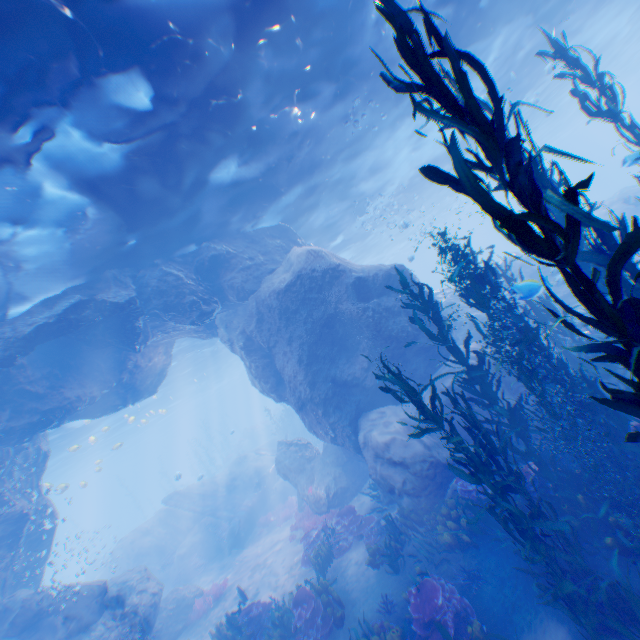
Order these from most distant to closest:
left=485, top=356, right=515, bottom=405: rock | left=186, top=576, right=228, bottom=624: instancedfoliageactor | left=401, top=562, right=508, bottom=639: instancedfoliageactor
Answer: left=186, top=576, right=228, bottom=624: instancedfoliageactor, left=485, top=356, right=515, bottom=405: rock, left=401, top=562, right=508, bottom=639: instancedfoliageactor

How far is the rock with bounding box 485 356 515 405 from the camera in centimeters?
1022cm

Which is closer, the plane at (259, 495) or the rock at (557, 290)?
the rock at (557, 290)

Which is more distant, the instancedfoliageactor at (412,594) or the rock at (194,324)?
the rock at (194,324)

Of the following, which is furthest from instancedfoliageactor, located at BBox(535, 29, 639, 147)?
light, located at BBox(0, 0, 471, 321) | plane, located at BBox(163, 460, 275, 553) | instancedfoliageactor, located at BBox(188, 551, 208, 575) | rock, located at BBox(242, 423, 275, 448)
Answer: rock, located at BBox(242, 423, 275, 448)

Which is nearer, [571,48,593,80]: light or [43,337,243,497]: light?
[571,48,593,80]: light

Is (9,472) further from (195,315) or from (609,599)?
(609,599)

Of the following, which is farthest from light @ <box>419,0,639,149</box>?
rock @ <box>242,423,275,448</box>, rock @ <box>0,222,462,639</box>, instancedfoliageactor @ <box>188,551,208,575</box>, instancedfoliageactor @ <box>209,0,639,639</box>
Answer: rock @ <box>242,423,275,448</box>
